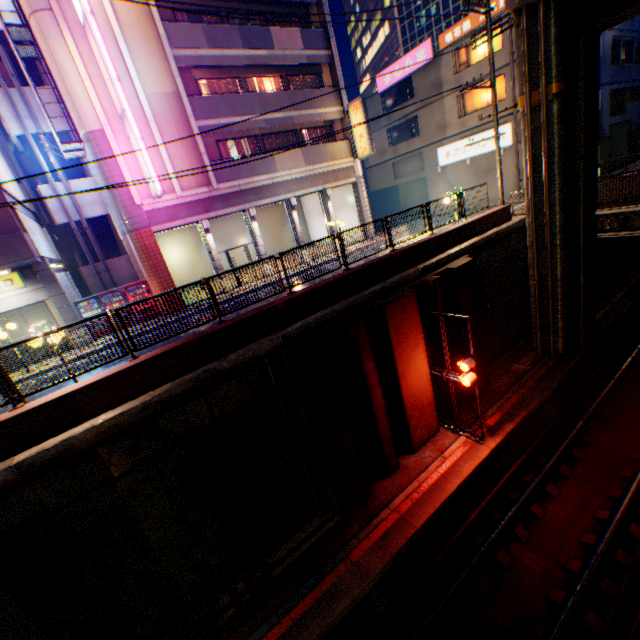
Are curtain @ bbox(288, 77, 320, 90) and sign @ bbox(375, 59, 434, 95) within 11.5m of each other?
yes

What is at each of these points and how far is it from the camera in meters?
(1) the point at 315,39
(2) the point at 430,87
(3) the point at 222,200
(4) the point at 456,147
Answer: (1) balcony, 19.6 m
(2) building, 26.2 m
(3) balcony, 18.1 m
(4) sign, 26.2 m

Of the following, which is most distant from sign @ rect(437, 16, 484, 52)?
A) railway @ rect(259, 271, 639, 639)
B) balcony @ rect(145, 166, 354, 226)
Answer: railway @ rect(259, 271, 639, 639)

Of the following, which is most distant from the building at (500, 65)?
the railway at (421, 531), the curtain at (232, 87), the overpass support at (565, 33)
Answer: the curtain at (232, 87)

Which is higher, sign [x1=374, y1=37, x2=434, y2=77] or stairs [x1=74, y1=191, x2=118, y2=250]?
sign [x1=374, y1=37, x2=434, y2=77]

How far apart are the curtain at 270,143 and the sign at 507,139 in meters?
14.1

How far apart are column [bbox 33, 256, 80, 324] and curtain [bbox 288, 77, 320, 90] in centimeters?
1712cm

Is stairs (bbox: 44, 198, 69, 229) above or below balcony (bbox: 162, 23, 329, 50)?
below
